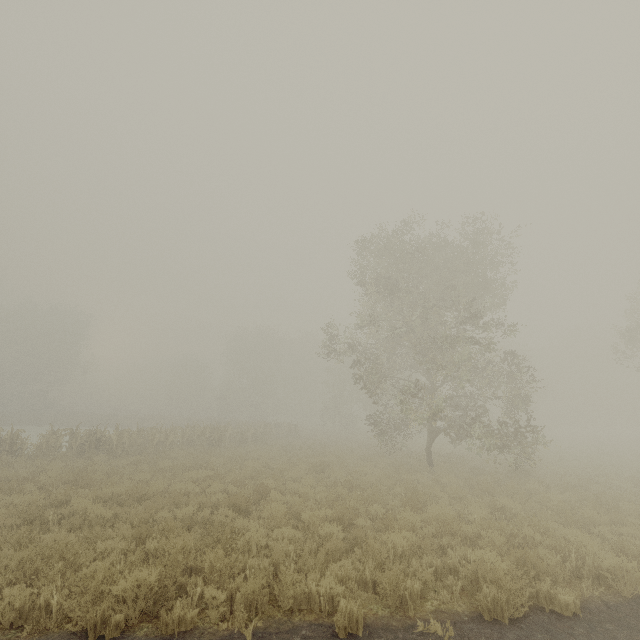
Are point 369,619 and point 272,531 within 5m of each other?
yes
